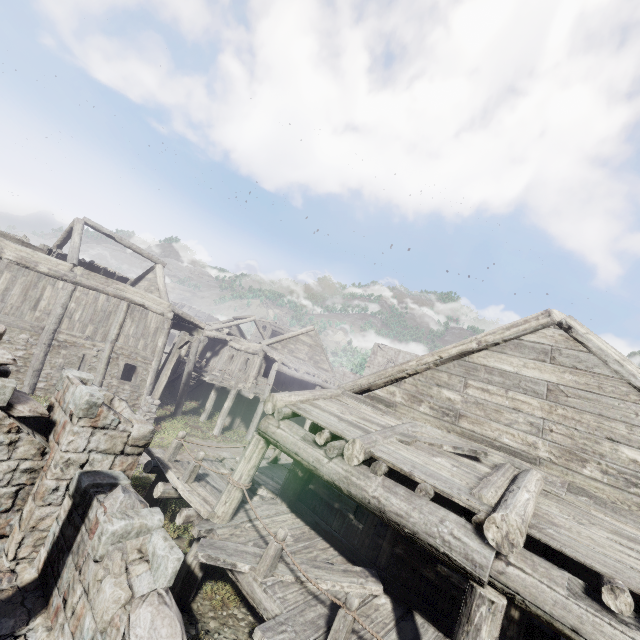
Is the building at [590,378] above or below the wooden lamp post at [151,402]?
above

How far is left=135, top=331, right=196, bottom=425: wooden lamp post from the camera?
15.43m

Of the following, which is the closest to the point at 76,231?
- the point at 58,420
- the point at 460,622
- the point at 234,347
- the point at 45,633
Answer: the point at 234,347

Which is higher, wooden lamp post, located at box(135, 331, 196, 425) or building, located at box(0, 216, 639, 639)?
building, located at box(0, 216, 639, 639)

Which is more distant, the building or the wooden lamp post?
the wooden lamp post

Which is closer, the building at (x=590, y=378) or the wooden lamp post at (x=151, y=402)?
the building at (x=590, y=378)
